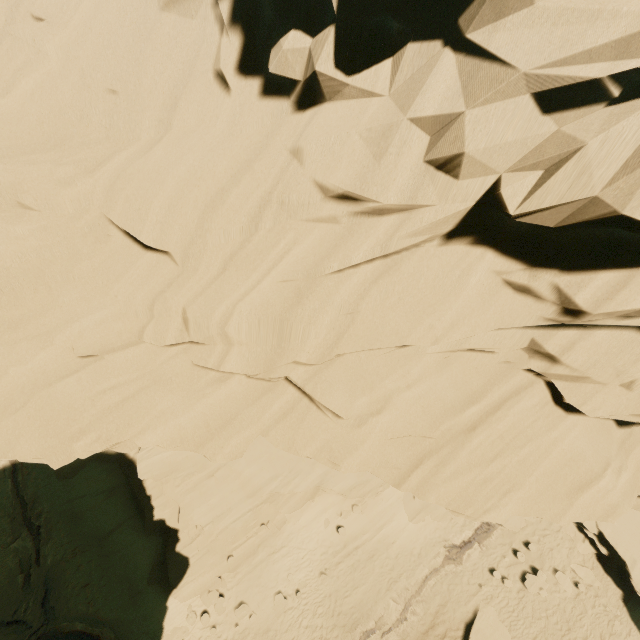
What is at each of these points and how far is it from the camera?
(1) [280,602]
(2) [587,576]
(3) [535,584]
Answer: (1) rock, 17.95m
(2) rock, 17.61m
(3) rock, 17.55m

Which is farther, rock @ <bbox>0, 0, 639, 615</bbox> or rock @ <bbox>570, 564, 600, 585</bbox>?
rock @ <bbox>570, 564, 600, 585</bbox>

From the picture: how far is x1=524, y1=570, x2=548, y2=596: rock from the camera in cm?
1738

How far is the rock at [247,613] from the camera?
17.7m

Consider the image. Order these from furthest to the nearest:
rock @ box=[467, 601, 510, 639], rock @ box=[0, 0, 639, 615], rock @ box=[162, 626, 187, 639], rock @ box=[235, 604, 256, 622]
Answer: rock @ box=[235, 604, 256, 622] → rock @ box=[162, 626, 187, 639] → rock @ box=[467, 601, 510, 639] → rock @ box=[0, 0, 639, 615]
